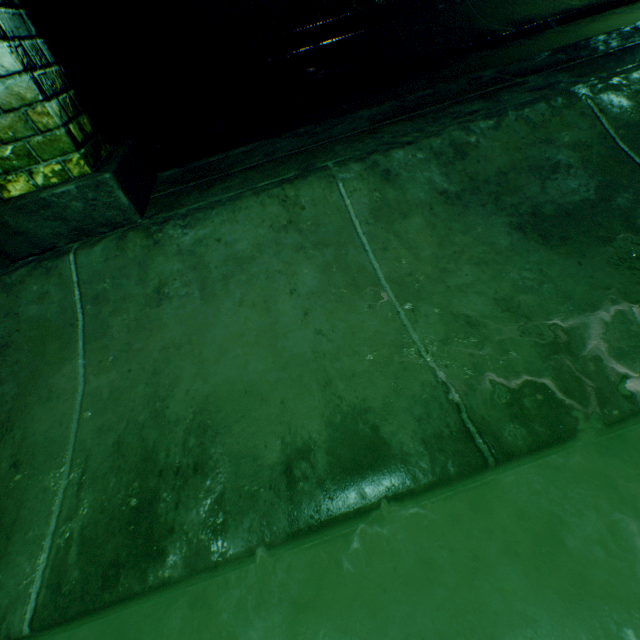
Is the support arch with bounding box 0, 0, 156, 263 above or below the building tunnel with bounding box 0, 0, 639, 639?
above

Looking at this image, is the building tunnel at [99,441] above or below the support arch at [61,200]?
below

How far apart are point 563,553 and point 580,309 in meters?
0.7 m
